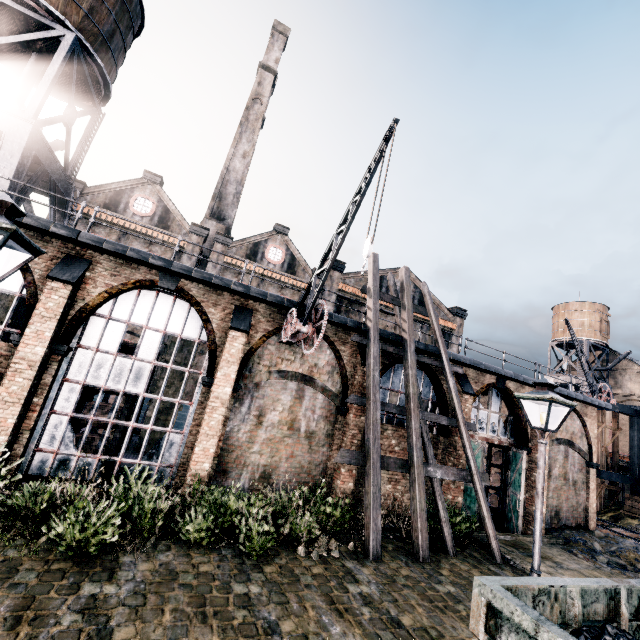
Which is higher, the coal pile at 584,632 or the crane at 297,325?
the crane at 297,325

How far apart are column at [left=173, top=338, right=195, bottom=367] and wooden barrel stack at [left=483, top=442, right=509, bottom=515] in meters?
18.5 m

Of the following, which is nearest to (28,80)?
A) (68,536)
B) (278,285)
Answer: (278,285)

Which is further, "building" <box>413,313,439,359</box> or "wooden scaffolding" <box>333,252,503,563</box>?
"building" <box>413,313,439,359</box>

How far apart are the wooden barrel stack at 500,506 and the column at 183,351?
18.5m

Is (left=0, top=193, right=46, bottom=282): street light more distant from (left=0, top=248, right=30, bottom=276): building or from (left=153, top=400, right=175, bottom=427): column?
(left=153, top=400, right=175, bottom=427): column

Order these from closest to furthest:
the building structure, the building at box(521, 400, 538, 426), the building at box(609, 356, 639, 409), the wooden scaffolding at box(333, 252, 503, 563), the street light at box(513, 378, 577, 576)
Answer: the street light at box(513, 378, 577, 576) < the wooden scaffolding at box(333, 252, 503, 563) < the building at box(521, 400, 538, 426) < the building structure < the building at box(609, 356, 639, 409)

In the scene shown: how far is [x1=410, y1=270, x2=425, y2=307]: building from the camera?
34.02m
